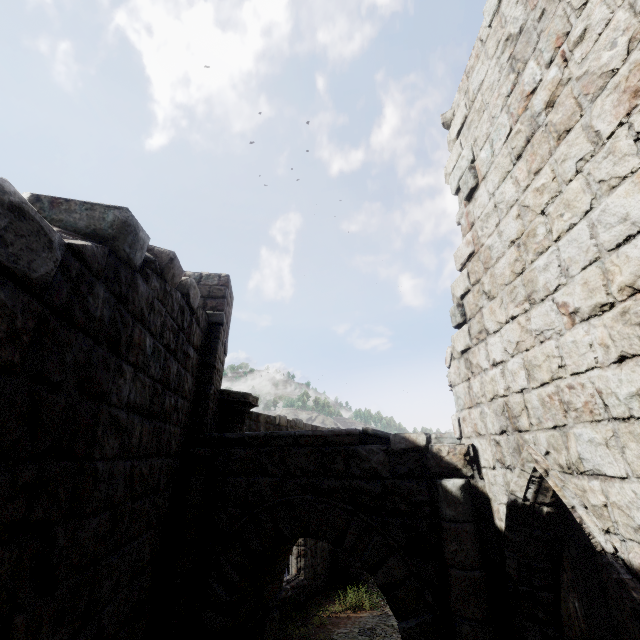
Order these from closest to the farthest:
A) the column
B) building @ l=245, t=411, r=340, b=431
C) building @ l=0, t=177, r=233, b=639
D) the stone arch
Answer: building @ l=0, t=177, r=233, b=639 → the stone arch → the column → building @ l=245, t=411, r=340, b=431

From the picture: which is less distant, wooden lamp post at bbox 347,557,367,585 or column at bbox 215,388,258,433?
column at bbox 215,388,258,433

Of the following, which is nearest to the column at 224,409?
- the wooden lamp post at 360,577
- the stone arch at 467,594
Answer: the stone arch at 467,594

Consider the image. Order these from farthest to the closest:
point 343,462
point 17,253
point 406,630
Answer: point 343,462 < point 406,630 < point 17,253

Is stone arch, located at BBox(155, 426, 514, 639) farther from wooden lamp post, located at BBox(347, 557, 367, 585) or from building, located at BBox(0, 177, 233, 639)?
wooden lamp post, located at BBox(347, 557, 367, 585)

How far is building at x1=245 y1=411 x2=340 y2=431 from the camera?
11.2 meters

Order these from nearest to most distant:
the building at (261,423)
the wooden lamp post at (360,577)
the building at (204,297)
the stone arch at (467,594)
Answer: the building at (204,297) → the stone arch at (467,594) → the building at (261,423) → the wooden lamp post at (360,577)
